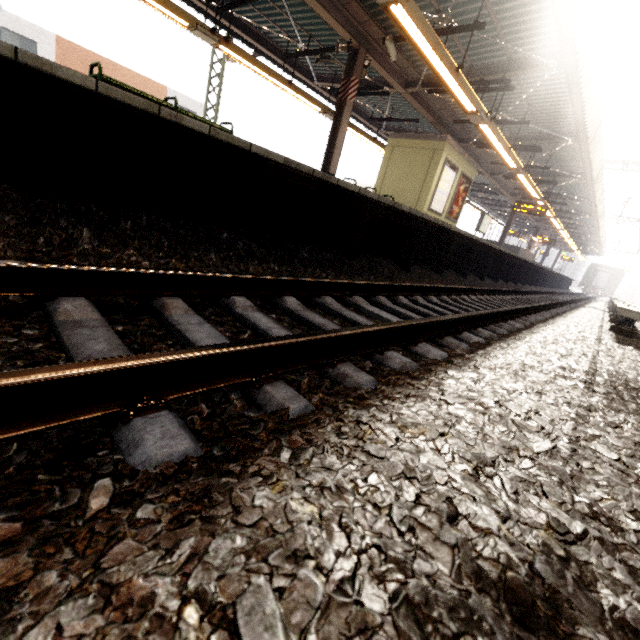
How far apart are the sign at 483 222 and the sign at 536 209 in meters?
2.2 m

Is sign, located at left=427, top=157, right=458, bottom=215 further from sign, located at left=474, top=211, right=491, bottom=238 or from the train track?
sign, located at left=474, top=211, right=491, bottom=238

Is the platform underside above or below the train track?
above

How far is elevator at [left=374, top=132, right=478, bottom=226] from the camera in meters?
11.2

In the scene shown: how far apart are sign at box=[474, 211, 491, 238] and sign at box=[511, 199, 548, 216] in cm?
223

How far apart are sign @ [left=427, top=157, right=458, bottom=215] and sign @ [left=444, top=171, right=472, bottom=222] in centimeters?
32cm

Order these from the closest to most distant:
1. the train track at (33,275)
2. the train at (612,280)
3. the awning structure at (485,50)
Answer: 1. the train track at (33,275)
2. the awning structure at (485,50)
3. the train at (612,280)

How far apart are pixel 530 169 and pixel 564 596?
20.24m
